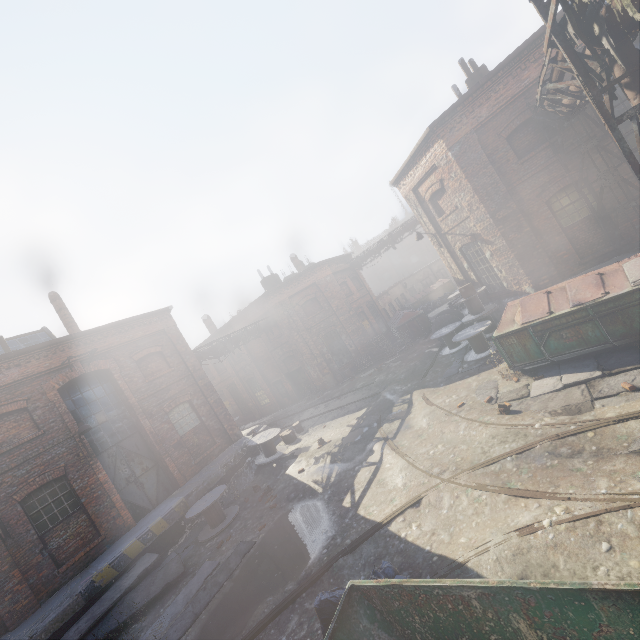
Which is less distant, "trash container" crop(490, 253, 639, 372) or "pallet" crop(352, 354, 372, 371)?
"trash container" crop(490, 253, 639, 372)

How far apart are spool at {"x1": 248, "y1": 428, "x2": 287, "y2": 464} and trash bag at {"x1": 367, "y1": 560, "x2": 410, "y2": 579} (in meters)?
9.21

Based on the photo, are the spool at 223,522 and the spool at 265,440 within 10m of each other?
yes

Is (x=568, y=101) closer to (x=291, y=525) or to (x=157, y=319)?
(x=291, y=525)

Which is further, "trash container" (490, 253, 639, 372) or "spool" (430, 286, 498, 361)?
"spool" (430, 286, 498, 361)

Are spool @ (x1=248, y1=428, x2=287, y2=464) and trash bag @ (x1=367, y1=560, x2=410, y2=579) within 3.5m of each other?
no

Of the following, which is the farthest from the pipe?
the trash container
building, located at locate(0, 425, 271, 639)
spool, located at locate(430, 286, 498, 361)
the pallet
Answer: building, located at locate(0, 425, 271, 639)

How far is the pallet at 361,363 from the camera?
21.6m
